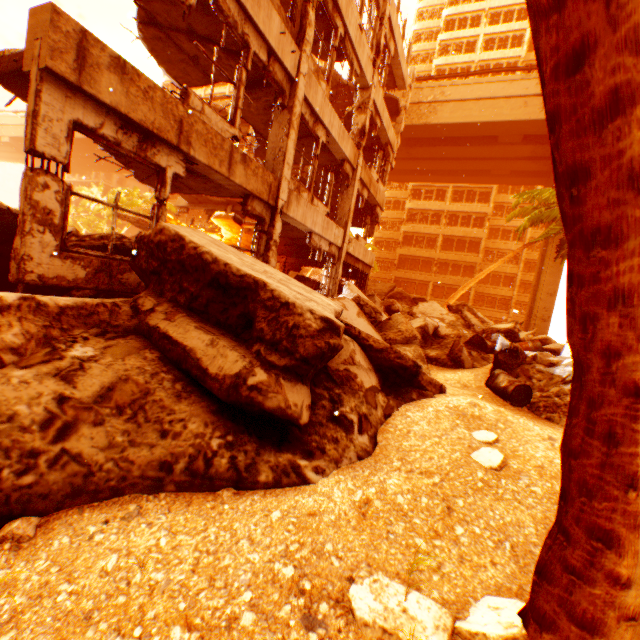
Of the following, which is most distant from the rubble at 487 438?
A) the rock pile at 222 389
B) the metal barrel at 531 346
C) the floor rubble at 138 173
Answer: the floor rubble at 138 173

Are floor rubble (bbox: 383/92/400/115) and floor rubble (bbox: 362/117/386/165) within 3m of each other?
yes

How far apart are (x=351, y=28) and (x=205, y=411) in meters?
12.0 m

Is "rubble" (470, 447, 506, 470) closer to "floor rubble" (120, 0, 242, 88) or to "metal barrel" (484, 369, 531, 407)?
"metal barrel" (484, 369, 531, 407)

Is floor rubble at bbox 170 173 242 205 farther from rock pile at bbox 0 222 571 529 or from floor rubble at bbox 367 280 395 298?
floor rubble at bbox 367 280 395 298

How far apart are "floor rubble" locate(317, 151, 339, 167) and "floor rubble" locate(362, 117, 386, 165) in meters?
2.5

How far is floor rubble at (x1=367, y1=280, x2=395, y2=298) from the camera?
19.92m

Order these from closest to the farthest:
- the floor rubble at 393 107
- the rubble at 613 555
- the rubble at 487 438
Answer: the rubble at 613 555 < the rubble at 487 438 < the floor rubble at 393 107
